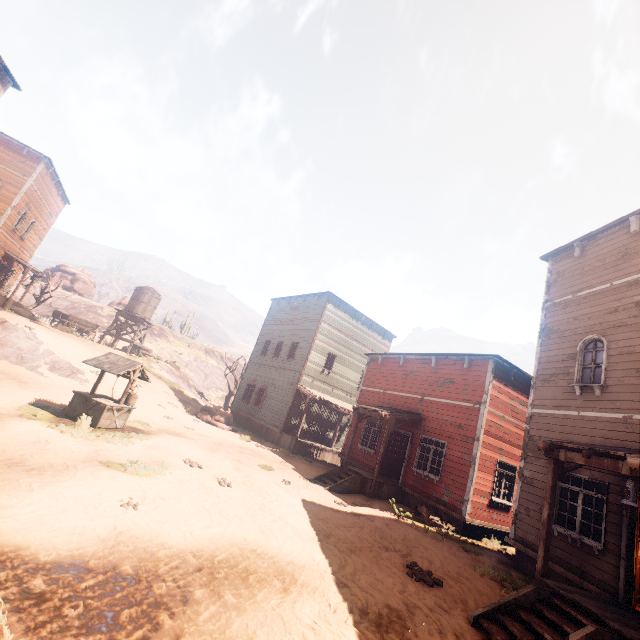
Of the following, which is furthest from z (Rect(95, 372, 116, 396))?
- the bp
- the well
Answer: the bp

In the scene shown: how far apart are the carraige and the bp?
27.58m

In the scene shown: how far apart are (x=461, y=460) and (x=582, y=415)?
4.70m

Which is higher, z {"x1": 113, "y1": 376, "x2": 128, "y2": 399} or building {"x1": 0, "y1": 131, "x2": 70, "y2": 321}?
building {"x1": 0, "y1": 131, "x2": 70, "y2": 321}

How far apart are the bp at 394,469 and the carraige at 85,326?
27.6m

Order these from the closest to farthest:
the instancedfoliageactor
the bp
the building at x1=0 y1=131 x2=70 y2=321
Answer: the bp → the building at x1=0 y1=131 x2=70 y2=321 → the instancedfoliageactor

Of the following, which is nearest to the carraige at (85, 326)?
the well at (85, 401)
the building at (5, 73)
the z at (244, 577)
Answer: the building at (5, 73)

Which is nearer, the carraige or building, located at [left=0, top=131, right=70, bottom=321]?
building, located at [left=0, top=131, right=70, bottom=321]
